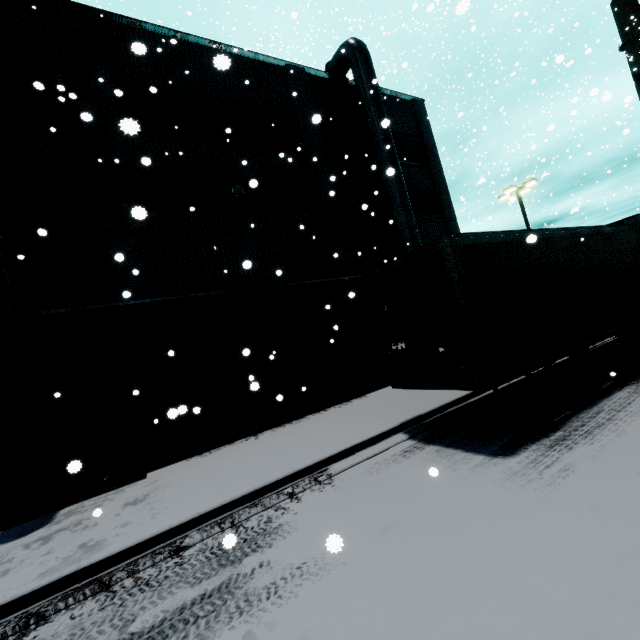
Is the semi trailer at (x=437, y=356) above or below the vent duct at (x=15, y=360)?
below

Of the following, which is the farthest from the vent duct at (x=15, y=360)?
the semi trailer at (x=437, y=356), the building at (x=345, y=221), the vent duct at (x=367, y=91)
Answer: the vent duct at (x=367, y=91)

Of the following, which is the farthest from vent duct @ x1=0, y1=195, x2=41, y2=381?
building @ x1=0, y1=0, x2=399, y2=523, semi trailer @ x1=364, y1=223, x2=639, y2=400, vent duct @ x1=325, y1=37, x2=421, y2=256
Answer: vent duct @ x1=325, y1=37, x2=421, y2=256

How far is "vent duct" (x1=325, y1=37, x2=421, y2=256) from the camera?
13.72m

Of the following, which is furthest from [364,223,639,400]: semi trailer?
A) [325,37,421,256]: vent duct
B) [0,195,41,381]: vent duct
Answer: [0,195,41,381]: vent duct

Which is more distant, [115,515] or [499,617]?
[115,515]

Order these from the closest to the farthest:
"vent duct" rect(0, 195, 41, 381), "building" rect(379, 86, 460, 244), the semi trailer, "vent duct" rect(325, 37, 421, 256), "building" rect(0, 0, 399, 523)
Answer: the semi trailer
"vent duct" rect(0, 195, 41, 381)
"building" rect(0, 0, 399, 523)
"vent duct" rect(325, 37, 421, 256)
"building" rect(379, 86, 460, 244)

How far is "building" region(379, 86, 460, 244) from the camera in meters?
17.1 m
